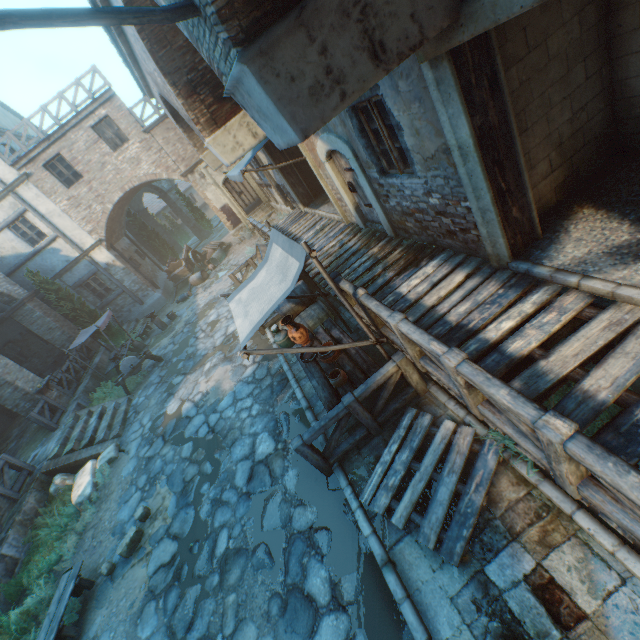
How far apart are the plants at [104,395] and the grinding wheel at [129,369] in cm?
2

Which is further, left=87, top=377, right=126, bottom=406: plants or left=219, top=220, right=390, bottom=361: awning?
left=87, top=377, right=126, bottom=406: plants

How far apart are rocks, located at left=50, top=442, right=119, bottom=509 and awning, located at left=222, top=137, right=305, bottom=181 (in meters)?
8.81

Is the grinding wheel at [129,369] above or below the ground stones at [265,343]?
above

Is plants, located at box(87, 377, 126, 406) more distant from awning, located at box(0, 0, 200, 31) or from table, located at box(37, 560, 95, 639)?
awning, located at box(0, 0, 200, 31)

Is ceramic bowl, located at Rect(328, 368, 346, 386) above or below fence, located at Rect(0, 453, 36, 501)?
below

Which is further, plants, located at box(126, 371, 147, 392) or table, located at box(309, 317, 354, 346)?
plants, located at box(126, 371, 147, 392)

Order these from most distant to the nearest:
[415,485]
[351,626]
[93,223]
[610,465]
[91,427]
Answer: [93,223] < [91,427] < [415,485] < [351,626] < [610,465]
